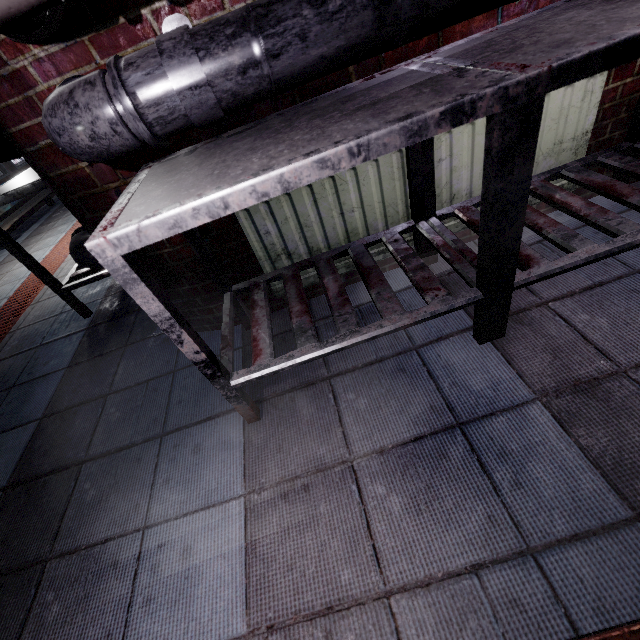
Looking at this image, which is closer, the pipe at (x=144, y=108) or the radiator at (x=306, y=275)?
the pipe at (x=144, y=108)

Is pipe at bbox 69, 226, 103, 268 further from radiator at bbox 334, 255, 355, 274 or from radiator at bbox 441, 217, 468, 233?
radiator at bbox 441, 217, 468, 233

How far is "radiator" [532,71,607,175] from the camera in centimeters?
127cm

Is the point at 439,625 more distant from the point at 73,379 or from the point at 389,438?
the point at 73,379

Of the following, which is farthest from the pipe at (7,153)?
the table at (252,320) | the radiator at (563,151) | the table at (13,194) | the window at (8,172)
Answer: the window at (8,172)

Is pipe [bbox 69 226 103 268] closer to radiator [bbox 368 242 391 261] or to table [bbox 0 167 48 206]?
table [bbox 0 167 48 206]

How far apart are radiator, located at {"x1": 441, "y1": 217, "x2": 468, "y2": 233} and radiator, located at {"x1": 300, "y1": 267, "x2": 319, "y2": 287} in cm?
13
